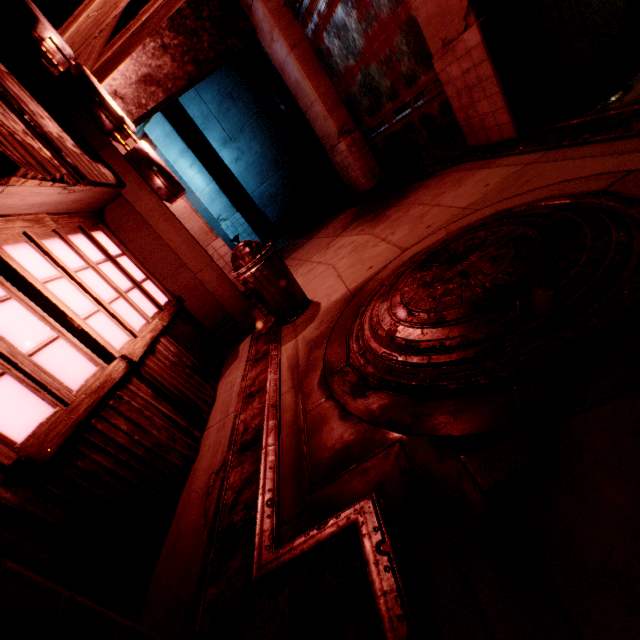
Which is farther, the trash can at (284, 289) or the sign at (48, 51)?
the trash can at (284, 289)

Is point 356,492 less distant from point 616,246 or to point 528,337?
point 528,337

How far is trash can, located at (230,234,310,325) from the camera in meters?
4.2 m

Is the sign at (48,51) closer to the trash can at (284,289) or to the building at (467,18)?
the building at (467,18)

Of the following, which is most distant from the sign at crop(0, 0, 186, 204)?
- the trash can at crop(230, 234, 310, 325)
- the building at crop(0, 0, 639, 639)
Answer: the trash can at crop(230, 234, 310, 325)

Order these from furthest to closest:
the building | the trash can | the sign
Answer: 1. the trash can
2. the sign
3. the building

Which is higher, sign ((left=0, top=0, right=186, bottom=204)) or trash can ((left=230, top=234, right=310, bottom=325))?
sign ((left=0, top=0, right=186, bottom=204))
